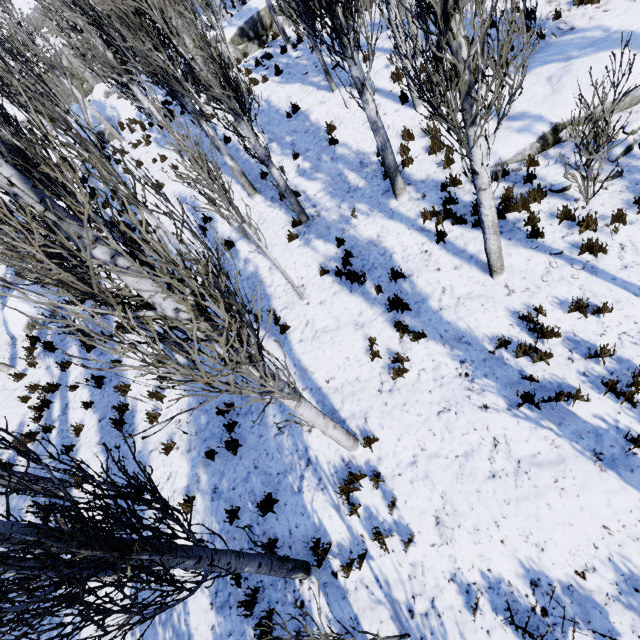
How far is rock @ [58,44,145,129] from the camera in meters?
20.1

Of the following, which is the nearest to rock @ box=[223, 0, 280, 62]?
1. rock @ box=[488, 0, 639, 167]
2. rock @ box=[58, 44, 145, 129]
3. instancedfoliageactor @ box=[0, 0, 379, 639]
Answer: instancedfoliageactor @ box=[0, 0, 379, 639]

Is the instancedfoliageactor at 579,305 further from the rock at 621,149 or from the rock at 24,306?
the rock at 24,306

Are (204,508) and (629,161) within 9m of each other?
no

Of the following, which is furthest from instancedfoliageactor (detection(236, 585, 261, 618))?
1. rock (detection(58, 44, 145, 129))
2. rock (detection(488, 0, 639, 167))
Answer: rock (detection(58, 44, 145, 129))

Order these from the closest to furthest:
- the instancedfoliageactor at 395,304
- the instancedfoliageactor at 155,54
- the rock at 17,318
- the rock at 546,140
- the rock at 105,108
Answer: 1. the instancedfoliageactor at 155,54
2. the instancedfoliageactor at 395,304
3. the rock at 546,140
4. the rock at 17,318
5. the rock at 105,108

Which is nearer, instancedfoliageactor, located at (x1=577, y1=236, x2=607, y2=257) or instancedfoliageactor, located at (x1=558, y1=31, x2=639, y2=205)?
instancedfoliageactor, located at (x1=558, y1=31, x2=639, y2=205)

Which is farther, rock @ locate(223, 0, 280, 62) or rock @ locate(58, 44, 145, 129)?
rock @ locate(58, 44, 145, 129)
